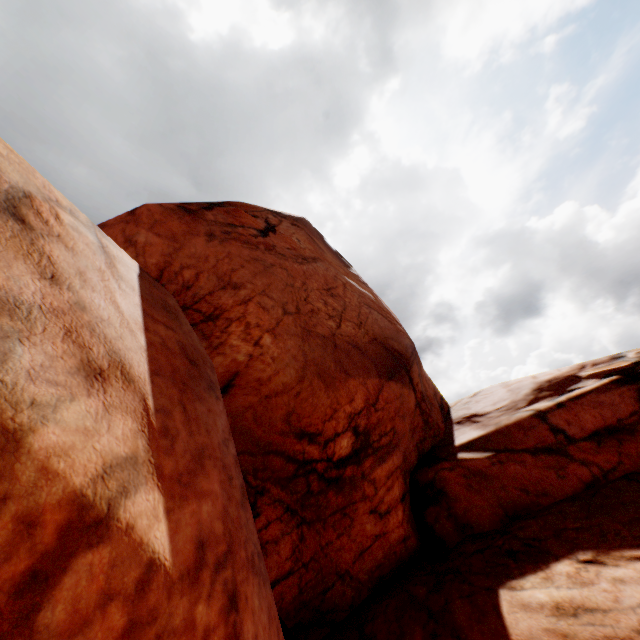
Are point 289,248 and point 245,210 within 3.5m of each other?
yes
